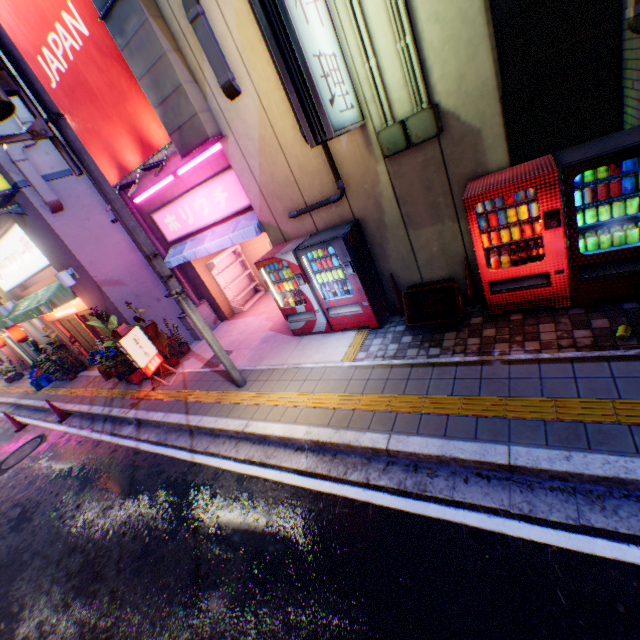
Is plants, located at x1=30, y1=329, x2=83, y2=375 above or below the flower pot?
above

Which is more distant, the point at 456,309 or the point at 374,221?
the point at 374,221

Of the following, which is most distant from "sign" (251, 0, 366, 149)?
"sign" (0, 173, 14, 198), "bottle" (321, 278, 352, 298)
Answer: "sign" (0, 173, 14, 198)

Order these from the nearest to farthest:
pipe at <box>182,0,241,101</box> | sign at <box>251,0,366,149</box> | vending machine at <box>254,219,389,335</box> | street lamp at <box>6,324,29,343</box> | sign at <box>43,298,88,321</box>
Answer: sign at <box>251,0,366,149</box>
pipe at <box>182,0,241,101</box>
vending machine at <box>254,219,389,335</box>
sign at <box>43,298,88,321</box>
street lamp at <box>6,324,29,343</box>

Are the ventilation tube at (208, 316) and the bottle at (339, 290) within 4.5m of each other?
no

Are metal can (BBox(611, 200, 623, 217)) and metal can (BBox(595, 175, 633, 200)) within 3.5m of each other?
yes

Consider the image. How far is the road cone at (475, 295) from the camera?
5.9m

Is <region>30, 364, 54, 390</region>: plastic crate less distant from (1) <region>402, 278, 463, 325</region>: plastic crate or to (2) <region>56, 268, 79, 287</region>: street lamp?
(2) <region>56, 268, 79, 287</region>: street lamp
